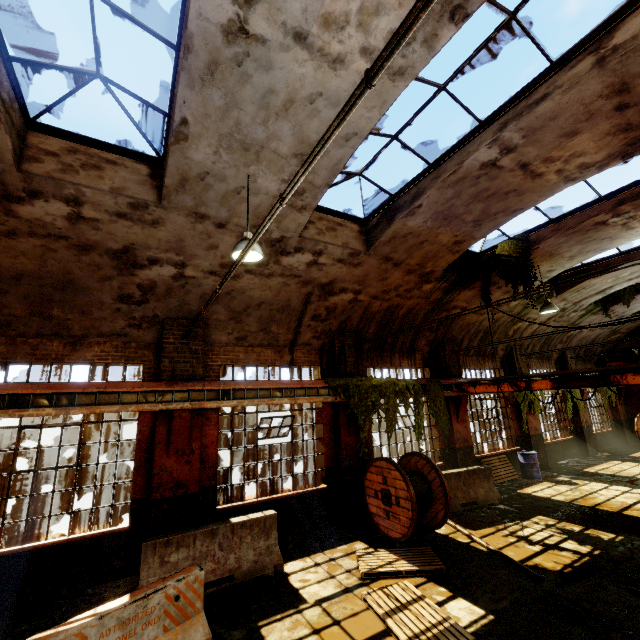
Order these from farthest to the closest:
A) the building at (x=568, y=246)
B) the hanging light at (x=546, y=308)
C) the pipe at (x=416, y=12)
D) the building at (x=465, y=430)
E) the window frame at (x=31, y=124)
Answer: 1. the building at (x=465, y=430)
2. the hanging light at (x=546, y=308)
3. the building at (x=568, y=246)
4. the window frame at (x=31, y=124)
5. the pipe at (x=416, y=12)

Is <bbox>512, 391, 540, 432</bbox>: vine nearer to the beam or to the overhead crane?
the overhead crane

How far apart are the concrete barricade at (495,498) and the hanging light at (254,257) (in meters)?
8.18

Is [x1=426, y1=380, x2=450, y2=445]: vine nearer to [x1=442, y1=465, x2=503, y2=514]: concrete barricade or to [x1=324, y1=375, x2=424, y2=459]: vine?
[x1=324, y1=375, x2=424, y2=459]: vine

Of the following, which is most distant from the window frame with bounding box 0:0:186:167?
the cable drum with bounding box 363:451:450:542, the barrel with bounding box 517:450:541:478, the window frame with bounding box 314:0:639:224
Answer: the barrel with bounding box 517:450:541:478

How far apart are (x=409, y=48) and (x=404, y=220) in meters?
3.9 m

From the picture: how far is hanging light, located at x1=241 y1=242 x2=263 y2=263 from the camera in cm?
534

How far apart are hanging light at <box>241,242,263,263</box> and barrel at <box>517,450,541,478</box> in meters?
13.6
